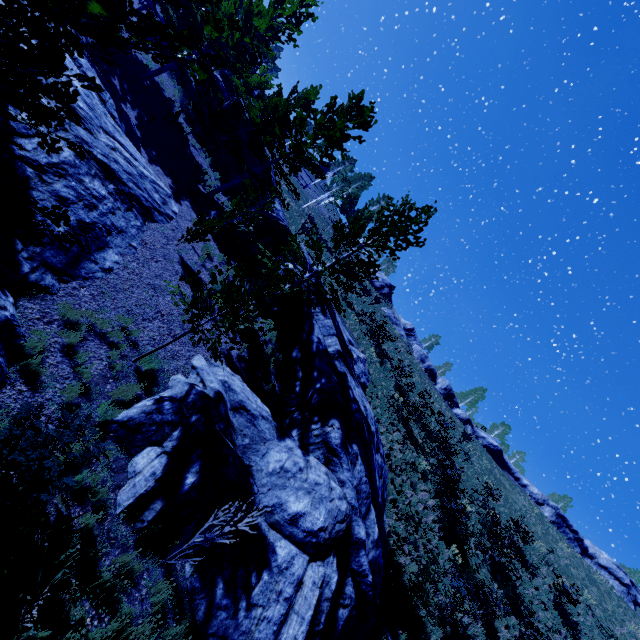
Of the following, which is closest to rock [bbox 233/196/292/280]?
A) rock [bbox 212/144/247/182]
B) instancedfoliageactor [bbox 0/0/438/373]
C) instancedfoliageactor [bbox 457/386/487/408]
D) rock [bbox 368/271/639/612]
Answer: rock [bbox 212/144/247/182]

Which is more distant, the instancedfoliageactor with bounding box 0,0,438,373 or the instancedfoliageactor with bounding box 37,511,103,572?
the instancedfoliageactor with bounding box 37,511,103,572

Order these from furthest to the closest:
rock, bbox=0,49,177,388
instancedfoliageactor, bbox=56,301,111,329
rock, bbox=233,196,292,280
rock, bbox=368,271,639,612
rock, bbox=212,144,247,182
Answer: rock, bbox=368,271,639,612 → rock, bbox=212,144,247,182 → rock, bbox=233,196,292,280 → instancedfoliageactor, bbox=56,301,111,329 → rock, bbox=0,49,177,388

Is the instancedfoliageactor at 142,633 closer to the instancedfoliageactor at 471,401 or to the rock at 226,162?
the rock at 226,162

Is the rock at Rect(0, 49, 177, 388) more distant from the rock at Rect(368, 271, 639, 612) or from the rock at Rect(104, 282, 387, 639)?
the rock at Rect(368, 271, 639, 612)

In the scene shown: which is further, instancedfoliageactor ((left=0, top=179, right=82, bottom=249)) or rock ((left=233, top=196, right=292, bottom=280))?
rock ((left=233, top=196, right=292, bottom=280))

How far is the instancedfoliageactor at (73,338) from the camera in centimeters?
721cm

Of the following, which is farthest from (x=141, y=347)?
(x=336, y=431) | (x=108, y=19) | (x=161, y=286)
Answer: (x=108, y=19)
